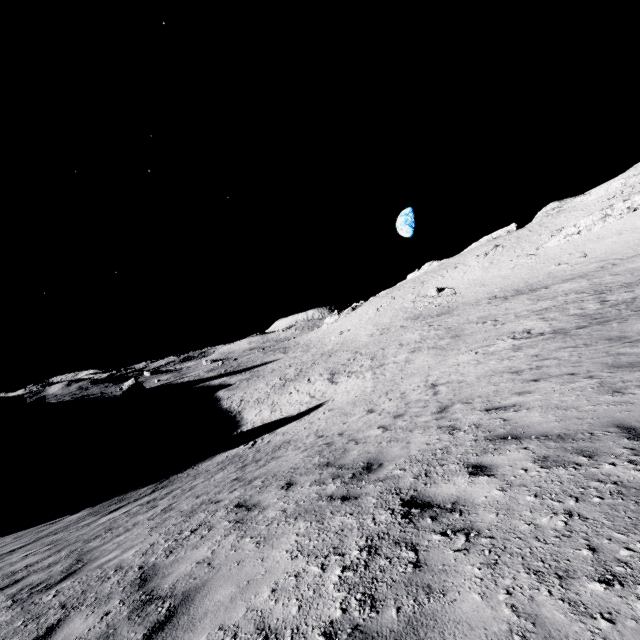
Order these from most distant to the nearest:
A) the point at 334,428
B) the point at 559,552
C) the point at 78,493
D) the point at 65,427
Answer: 1. the point at 65,427
2. the point at 78,493
3. the point at 334,428
4. the point at 559,552
